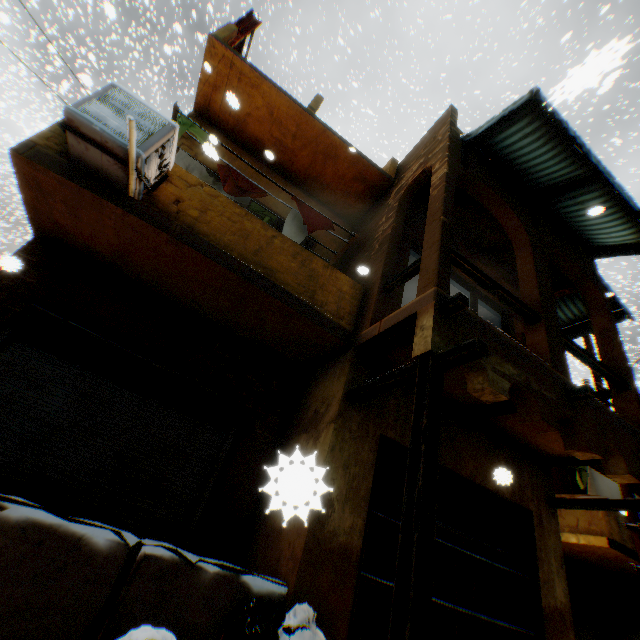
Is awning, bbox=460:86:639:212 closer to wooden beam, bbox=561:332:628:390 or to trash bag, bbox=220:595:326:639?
wooden beam, bbox=561:332:628:390

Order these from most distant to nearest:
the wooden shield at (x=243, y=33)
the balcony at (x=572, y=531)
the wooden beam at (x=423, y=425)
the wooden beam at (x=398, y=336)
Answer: the balcony at (x=572, y=531) → the wooden shield at (x=243, y=33) → the wooden beam at (x=398, y=336) → the wooden beam at (x=423, y=425)

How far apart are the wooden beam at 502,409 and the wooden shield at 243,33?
8.7m

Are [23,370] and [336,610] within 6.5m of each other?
yes

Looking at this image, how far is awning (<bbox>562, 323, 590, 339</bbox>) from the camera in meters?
8.3

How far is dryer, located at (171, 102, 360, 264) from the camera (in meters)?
5.90

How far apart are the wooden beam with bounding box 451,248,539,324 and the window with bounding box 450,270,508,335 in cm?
157

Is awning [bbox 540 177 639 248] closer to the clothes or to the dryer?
the dryer
